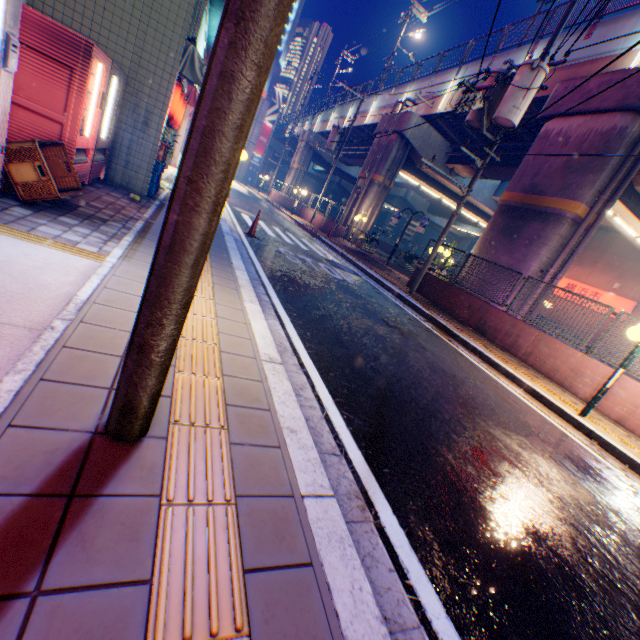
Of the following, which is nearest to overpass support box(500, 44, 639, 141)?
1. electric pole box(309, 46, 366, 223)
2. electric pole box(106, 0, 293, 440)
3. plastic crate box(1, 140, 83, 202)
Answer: electric pole box(309, 46, 366, 223)

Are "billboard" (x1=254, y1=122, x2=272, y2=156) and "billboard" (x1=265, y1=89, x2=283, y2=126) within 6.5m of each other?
yes

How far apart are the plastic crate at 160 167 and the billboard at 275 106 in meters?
47.2 m

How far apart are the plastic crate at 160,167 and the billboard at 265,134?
46.7m

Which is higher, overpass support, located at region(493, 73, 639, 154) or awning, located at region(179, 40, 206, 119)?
overpass support, located at region(493, 73, 639, 154)

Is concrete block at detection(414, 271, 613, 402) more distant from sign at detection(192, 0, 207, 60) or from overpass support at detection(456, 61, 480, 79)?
sign at detection(192, 0, 207, 60)

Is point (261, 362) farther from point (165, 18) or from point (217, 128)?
point (165, 18)

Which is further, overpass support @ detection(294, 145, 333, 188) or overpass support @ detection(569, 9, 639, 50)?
overpass support @ detection(294, 145, 333, 188)
